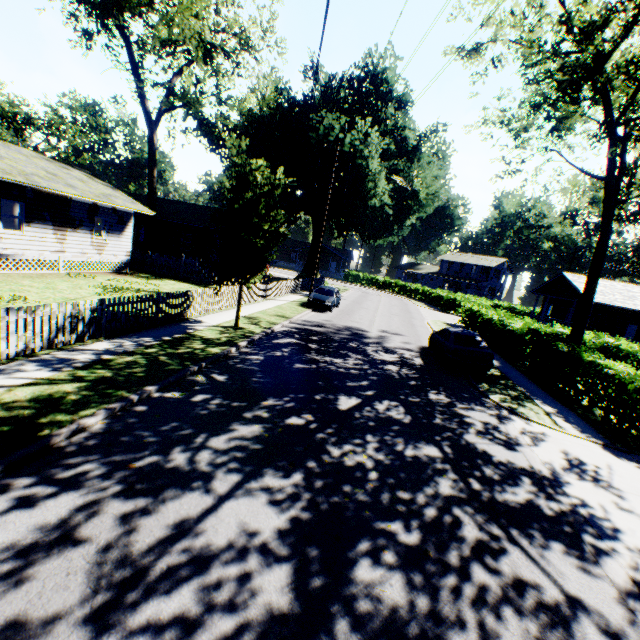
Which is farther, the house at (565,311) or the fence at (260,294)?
the house at (565,311)

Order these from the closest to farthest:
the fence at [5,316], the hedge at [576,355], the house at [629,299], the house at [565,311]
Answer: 1. the fence at [5,316]
2. the hedge at [576,355]
3. the house at [629,299]
4. the house at [565,311]

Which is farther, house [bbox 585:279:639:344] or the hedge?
house [bbox 585:279:639:344]

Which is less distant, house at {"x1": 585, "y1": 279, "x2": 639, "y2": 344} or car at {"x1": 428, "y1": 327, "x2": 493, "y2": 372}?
car at {"x1": 428, "y1": 327, "x2": 493, "y2": 372}

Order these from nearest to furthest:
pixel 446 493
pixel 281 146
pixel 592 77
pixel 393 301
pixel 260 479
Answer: pixel 260 479 → pixel 446 493 → pixel 592 77 → pixel 281 146 → pixel 393 301

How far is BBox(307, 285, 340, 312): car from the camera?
22.72m

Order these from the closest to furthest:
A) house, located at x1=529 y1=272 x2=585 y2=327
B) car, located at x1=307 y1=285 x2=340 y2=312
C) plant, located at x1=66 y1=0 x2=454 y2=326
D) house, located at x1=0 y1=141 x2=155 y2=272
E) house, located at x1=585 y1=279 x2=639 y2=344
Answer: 1. plant, located at x1=66 y1=0 x2=454 y2=326
2. house, located at x1=0 y1=141 x2=155 y2=272
3. car, located at x1=307 y1=285 x2=340 y2=312
4. house, located at x1=585 y1=279 x2=639 y2=344
5. house, located at x1=529 y1=272 x2=585 y2=327

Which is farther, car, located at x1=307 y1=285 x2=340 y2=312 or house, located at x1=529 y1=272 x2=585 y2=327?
house, located at x1=529 y1=272 x2=585 y2=327
